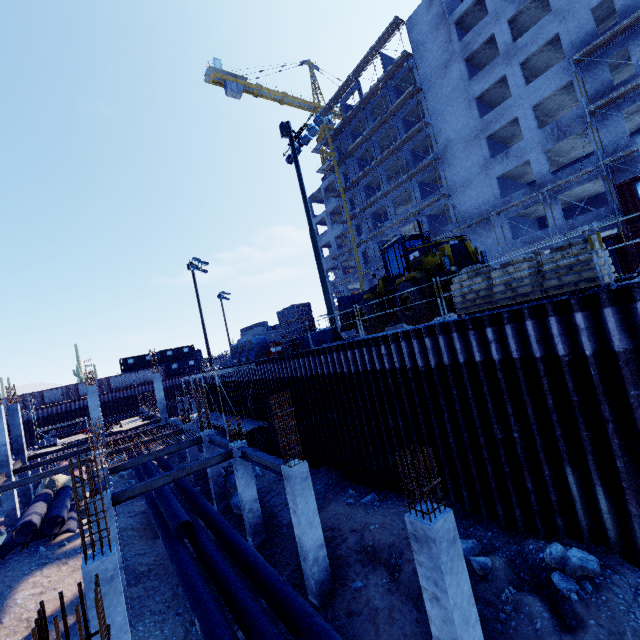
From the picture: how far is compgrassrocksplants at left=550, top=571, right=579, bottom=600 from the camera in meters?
6.4

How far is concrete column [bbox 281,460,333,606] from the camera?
9.34m

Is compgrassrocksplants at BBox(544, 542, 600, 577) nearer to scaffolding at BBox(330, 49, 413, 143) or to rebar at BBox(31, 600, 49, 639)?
rebar at BBox(31, 600, 49, 639)

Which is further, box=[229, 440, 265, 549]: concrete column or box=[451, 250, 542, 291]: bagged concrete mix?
box=[229, 440, 265, 549]: concrete column

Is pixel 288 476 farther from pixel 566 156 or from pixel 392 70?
pixel 392 70

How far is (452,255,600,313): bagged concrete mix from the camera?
7.68m

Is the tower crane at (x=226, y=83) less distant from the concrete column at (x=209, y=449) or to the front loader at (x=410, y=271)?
the front loader at (x=410, y=271)

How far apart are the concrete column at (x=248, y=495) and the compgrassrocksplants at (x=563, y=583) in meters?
10.3
